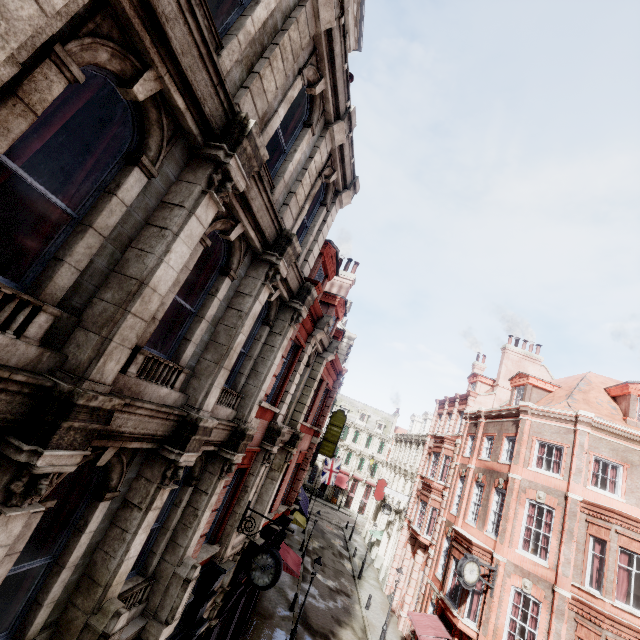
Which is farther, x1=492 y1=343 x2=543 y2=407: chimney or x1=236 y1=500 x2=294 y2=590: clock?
x1=492 y1=343 x2=543 y2=407: chimney

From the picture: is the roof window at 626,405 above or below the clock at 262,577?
above

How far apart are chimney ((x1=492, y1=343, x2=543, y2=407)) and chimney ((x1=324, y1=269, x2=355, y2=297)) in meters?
15.6 m

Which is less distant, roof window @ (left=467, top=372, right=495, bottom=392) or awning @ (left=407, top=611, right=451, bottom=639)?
awning @ (left=407, top=611, right=451, bottom=639)

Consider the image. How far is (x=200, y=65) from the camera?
3.73m

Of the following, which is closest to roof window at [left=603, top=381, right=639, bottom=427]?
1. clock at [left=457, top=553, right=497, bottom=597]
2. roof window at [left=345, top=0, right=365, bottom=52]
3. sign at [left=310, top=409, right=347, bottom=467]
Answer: clock at [left=457, top=553, right=497, bottom=597]

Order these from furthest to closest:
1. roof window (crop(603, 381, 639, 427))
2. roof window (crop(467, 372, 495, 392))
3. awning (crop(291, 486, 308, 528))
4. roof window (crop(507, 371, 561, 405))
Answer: roof window (crop(467, 372, 495, 392))
awning (crop(291, 486, 308, 528))
roof window (crop(507, 371, 561, 405))
roof window (crop(603, 381, 639, 427))

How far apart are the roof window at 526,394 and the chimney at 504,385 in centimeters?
246cm
